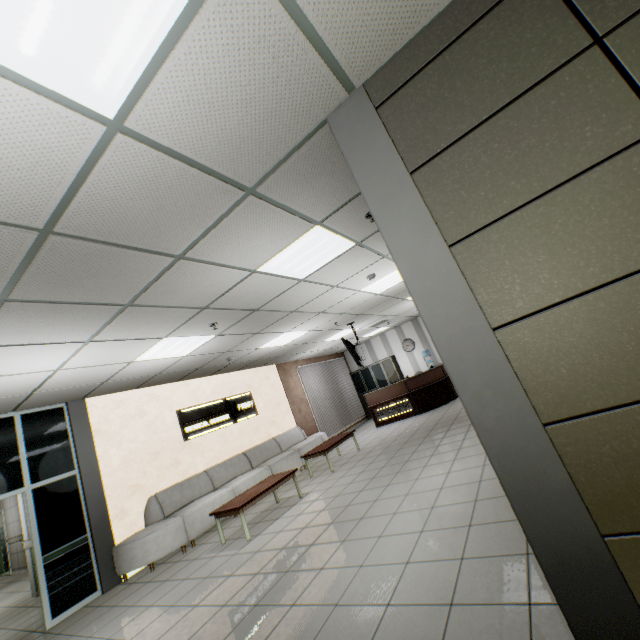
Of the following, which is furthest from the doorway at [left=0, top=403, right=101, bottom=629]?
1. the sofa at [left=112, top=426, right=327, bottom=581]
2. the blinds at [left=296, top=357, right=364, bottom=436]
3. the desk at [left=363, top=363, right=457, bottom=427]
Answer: the desk at [left=363, top=363, right=457, bottom=427]

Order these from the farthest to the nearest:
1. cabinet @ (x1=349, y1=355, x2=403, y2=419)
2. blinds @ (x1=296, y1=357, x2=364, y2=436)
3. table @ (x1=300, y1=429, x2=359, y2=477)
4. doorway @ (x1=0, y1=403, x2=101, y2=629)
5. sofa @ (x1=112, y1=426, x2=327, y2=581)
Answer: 1. cabinet @ (x1=349, y1=355, x2=403, y2=419)
2. blinds @ (x1=296, y1=357, x2=364, y2=436)
3. table @ (x1=300, y1=429, x2=359, y2=477)
4. sofa @ (x1=112, y1=426, x2=327, y2=581)
5. doorway @ (x1=0, y1=403, x2=101, y2=629)

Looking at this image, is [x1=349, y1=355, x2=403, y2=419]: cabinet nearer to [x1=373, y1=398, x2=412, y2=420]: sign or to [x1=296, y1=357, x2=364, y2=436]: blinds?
[x1=296, y1=357, x2=364, y2=436]: blinds

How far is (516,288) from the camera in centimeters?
159cm

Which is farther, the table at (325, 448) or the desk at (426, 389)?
the desk at (426, 389)

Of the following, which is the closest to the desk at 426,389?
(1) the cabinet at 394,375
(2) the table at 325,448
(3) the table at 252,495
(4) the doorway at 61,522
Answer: (1) the cabinet at 394,375

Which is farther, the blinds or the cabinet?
the cabinet

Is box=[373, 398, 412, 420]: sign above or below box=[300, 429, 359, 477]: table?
below
